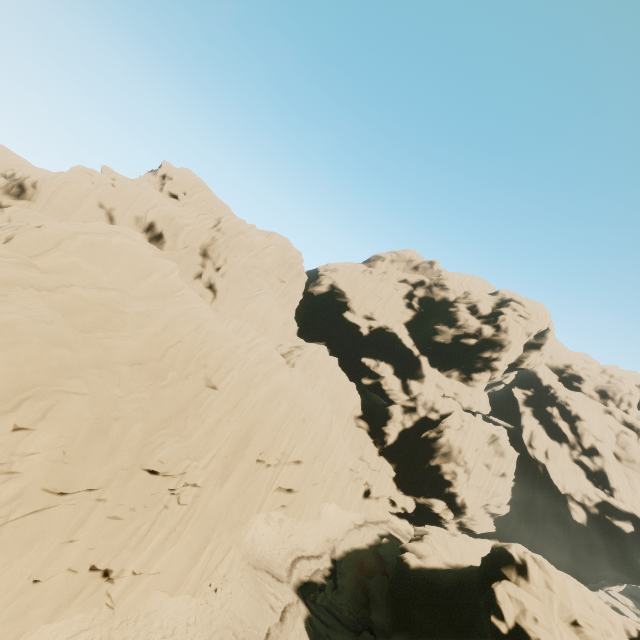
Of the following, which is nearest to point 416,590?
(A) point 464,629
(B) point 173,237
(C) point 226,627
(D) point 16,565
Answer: (A) point 464,629
